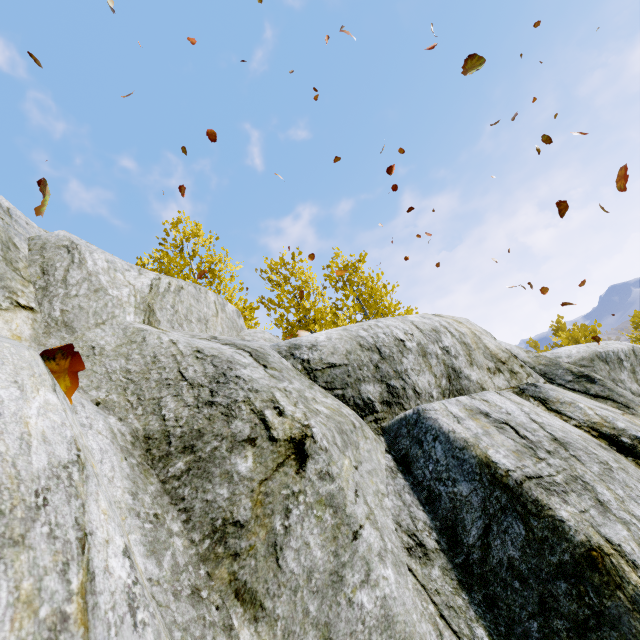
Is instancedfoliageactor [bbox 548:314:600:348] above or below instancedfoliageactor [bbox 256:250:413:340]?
below

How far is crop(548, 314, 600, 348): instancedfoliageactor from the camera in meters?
17.0 m

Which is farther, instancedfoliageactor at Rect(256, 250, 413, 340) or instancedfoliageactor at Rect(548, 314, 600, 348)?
instancedfoliageactor at Rect(548, 314, 600, 348)

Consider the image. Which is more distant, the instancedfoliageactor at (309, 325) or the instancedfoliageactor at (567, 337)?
the instancedfoliageactor at (567, 337)

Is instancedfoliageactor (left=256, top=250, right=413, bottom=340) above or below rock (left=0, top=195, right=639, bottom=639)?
above

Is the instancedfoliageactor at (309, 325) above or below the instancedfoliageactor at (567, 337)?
above

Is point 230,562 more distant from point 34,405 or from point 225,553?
point 34,405
